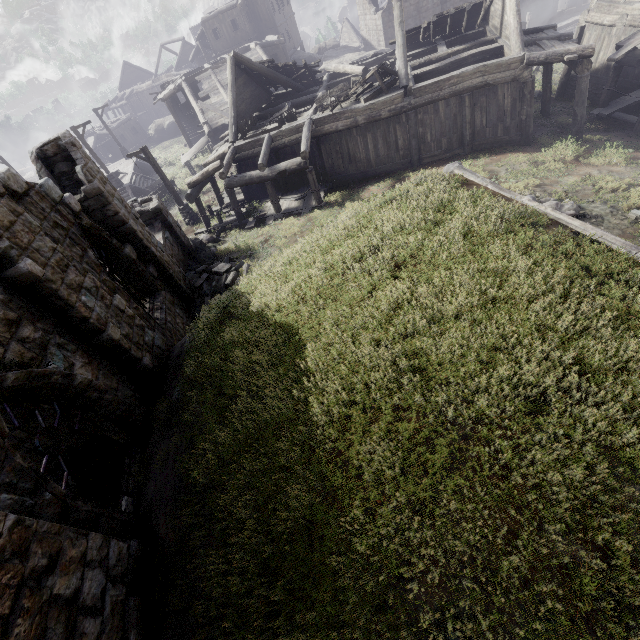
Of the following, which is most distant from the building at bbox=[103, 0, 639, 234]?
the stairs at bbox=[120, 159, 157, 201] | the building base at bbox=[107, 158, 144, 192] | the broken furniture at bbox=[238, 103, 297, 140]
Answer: the building base at bbox=[107, 158, 144, 192]

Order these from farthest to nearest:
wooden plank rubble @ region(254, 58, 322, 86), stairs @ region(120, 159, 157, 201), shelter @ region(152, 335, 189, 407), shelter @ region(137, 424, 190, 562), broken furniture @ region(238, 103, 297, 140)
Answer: stairs @ region(120, 159, 157, 201), wooden plank rubble @ region(254, 58, 322, 86), broken furniture @ region(238, 103, 297, 140), shelter @ region(152, 335, 189, 407), shelter @ region(137, 424, 190, 562)

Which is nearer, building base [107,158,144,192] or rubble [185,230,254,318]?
→ rubble [185,230,254,318]

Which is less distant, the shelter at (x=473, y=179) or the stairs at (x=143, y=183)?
the shelter at (x=473, y=179)

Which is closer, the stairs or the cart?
the cart

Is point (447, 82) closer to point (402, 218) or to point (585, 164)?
point (585, 164)

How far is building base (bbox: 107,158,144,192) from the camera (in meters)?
27.09

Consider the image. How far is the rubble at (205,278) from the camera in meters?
12.3
